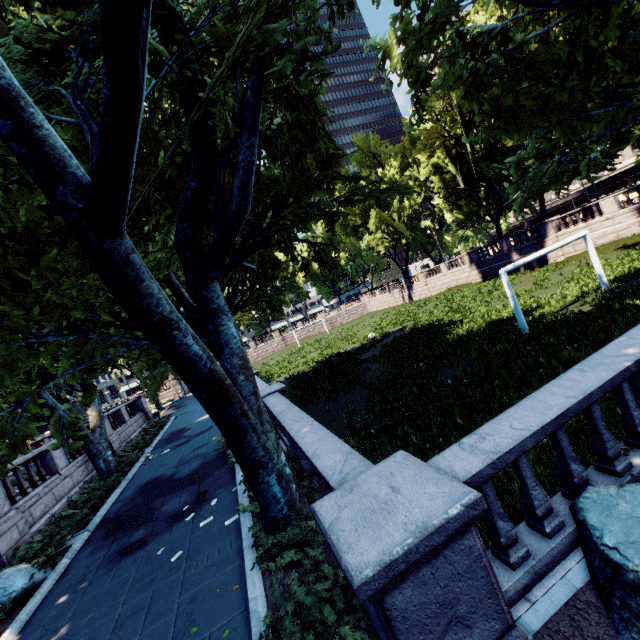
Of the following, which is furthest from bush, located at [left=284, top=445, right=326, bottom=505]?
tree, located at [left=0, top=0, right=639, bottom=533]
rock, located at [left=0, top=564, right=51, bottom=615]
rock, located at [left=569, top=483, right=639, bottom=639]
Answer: rock, located at [left=0, top=564, right=51, bottom=615]

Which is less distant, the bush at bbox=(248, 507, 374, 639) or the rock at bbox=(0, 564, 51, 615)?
the bush at bbox=(248, 507, 374, 639)

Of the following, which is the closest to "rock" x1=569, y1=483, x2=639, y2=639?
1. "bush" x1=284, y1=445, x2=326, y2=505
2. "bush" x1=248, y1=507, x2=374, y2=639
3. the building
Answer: "bush" x1=248, y1=507, x2=374, y2=639

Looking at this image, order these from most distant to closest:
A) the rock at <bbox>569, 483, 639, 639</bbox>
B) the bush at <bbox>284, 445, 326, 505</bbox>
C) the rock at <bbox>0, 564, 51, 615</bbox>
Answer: the rock at <bbox>0, 564, 51, 615</bbox> < the bush at <bbox>284, 445, 326, 505</bbox> < the rock at <bbox>569, 483, 639, 639</bbox>

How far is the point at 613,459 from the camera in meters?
4.4

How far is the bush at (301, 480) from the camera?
6.68m

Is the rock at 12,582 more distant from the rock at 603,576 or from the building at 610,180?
the building at 610,180

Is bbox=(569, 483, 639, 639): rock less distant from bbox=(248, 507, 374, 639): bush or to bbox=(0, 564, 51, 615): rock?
bbox=(248, 507, 374, 639): bush
